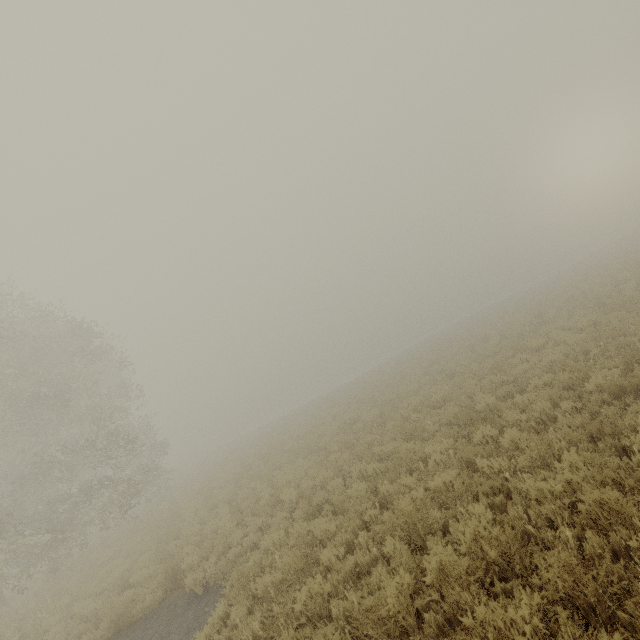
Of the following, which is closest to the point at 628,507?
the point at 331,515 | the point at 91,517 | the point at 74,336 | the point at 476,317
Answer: the point at 331,515
